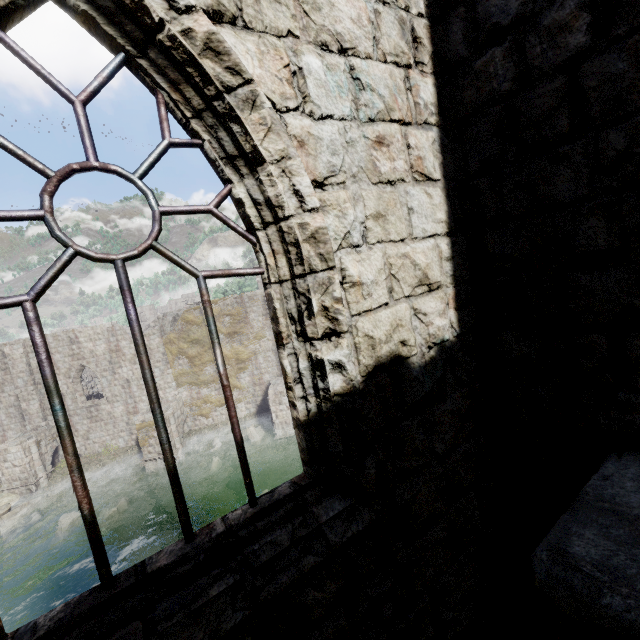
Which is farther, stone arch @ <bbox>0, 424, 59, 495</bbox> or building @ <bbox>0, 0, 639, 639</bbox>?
stone arch @ <bbox>0, 424, 59, 495</bbox>

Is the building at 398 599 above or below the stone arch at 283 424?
above

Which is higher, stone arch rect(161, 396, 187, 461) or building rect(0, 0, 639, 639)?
building rect(0, 0, 639, 639)

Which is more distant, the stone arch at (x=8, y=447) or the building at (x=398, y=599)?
the stone arch at (x=8, y=447)

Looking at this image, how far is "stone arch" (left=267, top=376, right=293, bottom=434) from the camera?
22.2m

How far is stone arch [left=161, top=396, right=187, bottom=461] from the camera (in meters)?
22.33

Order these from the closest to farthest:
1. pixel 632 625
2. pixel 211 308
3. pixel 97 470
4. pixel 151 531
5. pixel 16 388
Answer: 1. pixel 632 625
2. pixel 211 308
3. pixel 151 531
4. pixel 97 470
5. pixel 16 388
